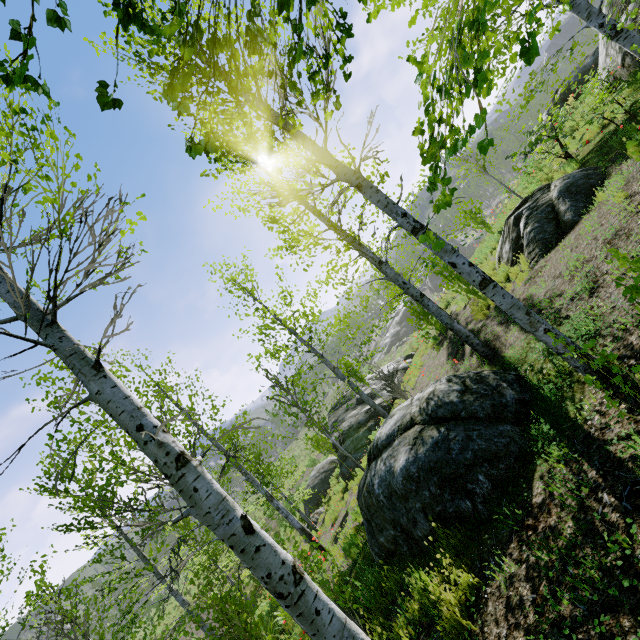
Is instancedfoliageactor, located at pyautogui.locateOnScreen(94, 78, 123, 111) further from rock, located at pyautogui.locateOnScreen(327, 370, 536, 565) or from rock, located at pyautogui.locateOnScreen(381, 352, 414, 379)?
rock, located at pyautogui.locateOnScreen(381, 352, 414, 379)

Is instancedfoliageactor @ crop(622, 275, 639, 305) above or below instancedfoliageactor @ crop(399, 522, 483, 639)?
above

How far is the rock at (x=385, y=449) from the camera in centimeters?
407cm

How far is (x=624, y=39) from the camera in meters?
5.9

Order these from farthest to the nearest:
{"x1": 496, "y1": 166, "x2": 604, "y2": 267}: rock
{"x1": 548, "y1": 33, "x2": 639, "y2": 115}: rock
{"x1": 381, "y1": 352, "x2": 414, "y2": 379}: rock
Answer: {"x1": 381, "y1": 352, "x2": 414, "y2": 379}: rock
{"x1": 548, "y1": 33, "x2": 639, "y2": 115}: rock
{"x1": 496, "y1": 166, "x2": 604, "y2": 267}: rock

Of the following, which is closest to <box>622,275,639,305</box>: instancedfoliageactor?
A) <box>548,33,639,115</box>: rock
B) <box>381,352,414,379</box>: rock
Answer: <box>548,33,639,115</box>: rock

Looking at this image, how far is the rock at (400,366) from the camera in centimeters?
1784cm
